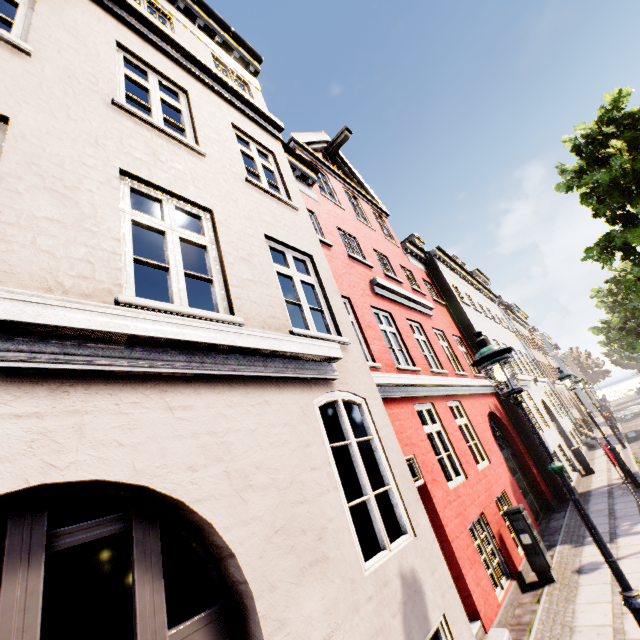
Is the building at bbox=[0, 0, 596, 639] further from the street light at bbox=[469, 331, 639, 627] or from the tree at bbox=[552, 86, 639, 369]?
the tree at bbox=[552, 86, 639, 369]

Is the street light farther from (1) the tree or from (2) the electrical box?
(1) the tree

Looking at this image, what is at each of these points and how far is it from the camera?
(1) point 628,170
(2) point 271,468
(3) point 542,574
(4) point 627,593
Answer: (1) tree, 11.45m
(2) building, 2.91m
(3) electrical box, 6.30m
(4) street light, 2.91m

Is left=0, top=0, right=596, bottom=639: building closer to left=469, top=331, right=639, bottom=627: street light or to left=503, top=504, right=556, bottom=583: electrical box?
left=503, top=504, right=556, bottom=583: electrical box

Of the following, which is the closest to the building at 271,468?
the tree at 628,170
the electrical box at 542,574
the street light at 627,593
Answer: the electrical box at 542,574

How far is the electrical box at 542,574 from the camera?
6.3 meters

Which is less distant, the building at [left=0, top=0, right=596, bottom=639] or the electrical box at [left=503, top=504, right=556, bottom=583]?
the building at [left=0, top=0, right=596, bottom=639]

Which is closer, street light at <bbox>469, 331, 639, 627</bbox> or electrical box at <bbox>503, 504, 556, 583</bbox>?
street light at <bbox>469, 331, 639, 627</bbox>
